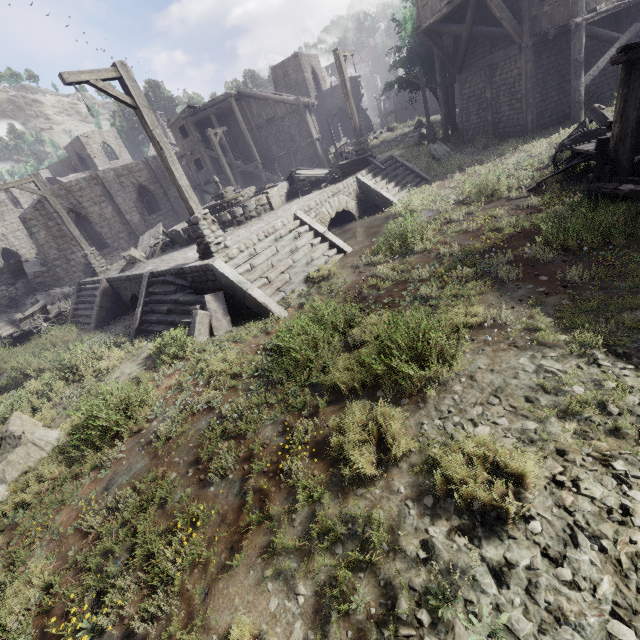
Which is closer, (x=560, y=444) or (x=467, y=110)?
(x=560, y=444)

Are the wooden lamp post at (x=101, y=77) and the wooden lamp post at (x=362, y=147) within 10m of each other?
yes

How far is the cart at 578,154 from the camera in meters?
7.8

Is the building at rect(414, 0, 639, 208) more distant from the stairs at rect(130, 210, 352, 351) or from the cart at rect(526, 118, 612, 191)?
the cart at rect(526, 118, 612, 191)

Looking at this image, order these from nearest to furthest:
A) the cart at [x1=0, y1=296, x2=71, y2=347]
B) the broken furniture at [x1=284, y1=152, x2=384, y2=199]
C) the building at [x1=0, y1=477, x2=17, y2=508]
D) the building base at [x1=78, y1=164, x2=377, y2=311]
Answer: the building at [x1=0, y1=477, x2=17, y2=508] < the building base at [x1=78, y1=164, x2=377, y2=311] < the broken furniture at [x1=284, y1=152, x2=384, y2=199] < the cart at [x1=0, y1=296, x2=71, y2=347]

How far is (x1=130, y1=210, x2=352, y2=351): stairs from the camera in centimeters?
826cm

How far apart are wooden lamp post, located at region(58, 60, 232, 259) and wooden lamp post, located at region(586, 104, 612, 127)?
11.8 meters

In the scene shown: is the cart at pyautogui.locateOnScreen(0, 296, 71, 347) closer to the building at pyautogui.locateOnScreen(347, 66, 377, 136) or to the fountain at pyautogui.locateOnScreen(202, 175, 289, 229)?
the building at pyautogui.locateOnScreen(347, 66, 377, 136)
